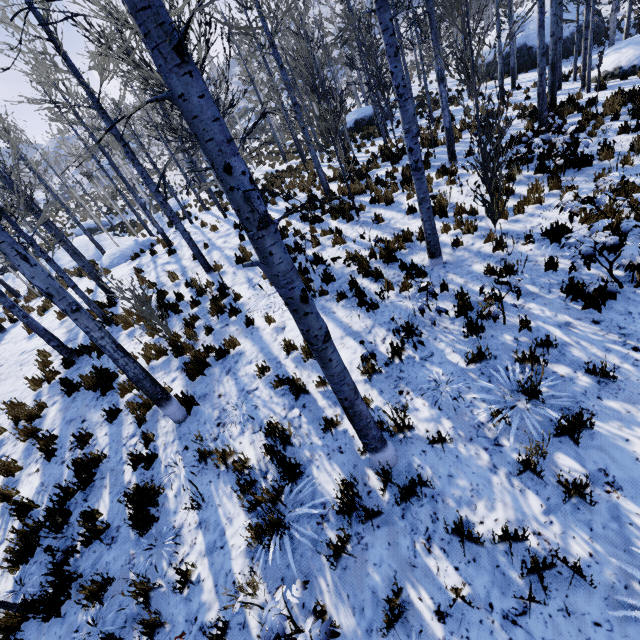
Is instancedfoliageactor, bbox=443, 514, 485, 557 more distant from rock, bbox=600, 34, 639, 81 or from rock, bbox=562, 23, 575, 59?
rock, bbox=562, 23, 575, 59

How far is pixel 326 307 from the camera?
6.9 meters

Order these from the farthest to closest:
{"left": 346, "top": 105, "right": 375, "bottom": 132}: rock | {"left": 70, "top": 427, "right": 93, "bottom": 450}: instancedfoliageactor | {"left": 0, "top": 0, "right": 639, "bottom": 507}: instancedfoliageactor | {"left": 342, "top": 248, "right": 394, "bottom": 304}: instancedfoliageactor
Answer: {"left": 346, "top": 105, "right": 375, "bottom": 132}: rock, {"left": 342, "top": 248, "right": 394, "bottom": 304}: instancedfoliageactor, {"left": 70, "top": 427, "right": 93, "bottom": 450}: instancedfoliageactor, {"left": 0, "top": 0, "right": 639, "bottom": 507}: instancedfoliageactor

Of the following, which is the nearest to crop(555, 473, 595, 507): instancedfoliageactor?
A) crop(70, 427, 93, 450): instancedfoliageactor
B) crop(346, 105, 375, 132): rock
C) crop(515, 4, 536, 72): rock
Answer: crop(70, 427, 93, 450): instancedfoliageactor

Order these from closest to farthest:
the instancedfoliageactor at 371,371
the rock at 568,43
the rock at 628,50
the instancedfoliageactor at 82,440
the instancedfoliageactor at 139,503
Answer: the instancedfoliageactor at 139,503, the instancedfoliageactor at 371,371, the instancedfoliageactor at 82,440, the rock at 628,50, the rock at 568,43

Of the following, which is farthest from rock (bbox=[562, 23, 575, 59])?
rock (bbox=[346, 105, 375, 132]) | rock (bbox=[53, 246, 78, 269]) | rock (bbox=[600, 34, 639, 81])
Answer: rock (bbox=[53, 246, 78, 269])

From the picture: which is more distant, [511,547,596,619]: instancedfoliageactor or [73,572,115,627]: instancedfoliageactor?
[73,572,115,627]: instancedfoliageactor

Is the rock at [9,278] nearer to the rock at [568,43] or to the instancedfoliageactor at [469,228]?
the instancedfoliageactor at [469,228]
